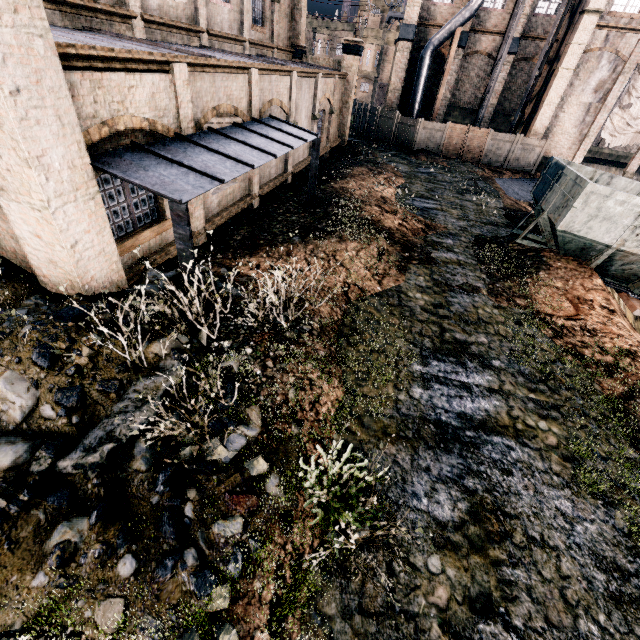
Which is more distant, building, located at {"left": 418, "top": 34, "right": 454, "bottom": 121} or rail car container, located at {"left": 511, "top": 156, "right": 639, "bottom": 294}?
building, located at {"left": 418, "top": 34, "right": 454, "bottom": 121}

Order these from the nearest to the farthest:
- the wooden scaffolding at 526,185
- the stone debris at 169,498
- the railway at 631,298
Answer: the stone debris at 169,498
the railway at 631,298
the wooden scaffolding at 526,185

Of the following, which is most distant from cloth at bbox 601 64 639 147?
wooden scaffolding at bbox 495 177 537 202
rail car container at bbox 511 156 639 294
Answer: rail car container at bbox 511 156 639 294

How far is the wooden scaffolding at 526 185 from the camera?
23.5 meters

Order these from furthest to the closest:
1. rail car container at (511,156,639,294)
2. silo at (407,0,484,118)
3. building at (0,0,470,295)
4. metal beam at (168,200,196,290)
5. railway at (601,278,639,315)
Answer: silo at (407,0,484,118) < railway at (601,278,639,315) < rail car container at (511,156,639,294) < metal beam at (168,200,196,290) < building at (0,0,470,295)

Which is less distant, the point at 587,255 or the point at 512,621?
the point at 512,621

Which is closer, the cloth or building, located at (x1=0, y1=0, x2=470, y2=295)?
A: building, located at (x1=0, y1=0, x2=470, y2=295)

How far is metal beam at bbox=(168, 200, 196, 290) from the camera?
6.1 meters
